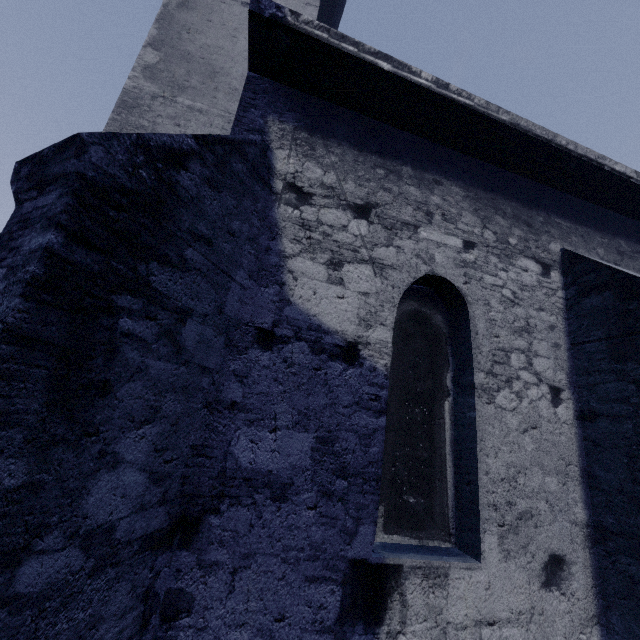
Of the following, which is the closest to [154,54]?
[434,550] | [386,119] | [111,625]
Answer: [386,119]
